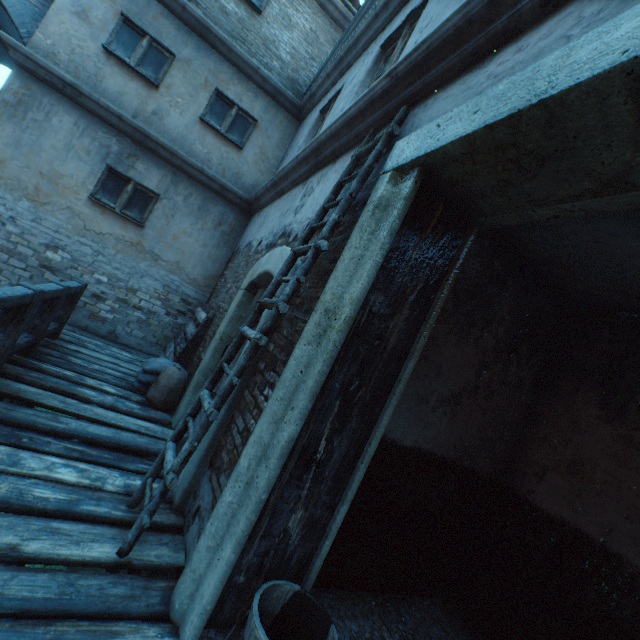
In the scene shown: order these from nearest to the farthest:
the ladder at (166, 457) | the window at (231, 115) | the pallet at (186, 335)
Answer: the ladder at (166, 457) < the pallet at (186, 335) < the window at (231, 115)

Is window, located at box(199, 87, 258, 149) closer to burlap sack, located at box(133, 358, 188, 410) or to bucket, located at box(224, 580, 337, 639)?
burlap sack, located at box(133, 358, 188, 410)

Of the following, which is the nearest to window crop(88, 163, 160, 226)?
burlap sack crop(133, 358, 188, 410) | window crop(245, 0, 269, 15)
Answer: burlap sack crop(133, 358, 188, 410)

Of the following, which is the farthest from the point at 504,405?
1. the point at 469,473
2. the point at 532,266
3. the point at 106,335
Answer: the point at 106,335

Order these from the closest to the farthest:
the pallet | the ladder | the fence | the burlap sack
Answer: the ladder, the fence, the burlap sack, the pallet

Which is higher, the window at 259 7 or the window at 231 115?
the window at 259 7

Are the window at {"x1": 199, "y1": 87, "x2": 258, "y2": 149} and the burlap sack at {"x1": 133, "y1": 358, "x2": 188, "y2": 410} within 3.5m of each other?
no

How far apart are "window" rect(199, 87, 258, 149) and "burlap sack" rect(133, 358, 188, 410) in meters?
4.8
